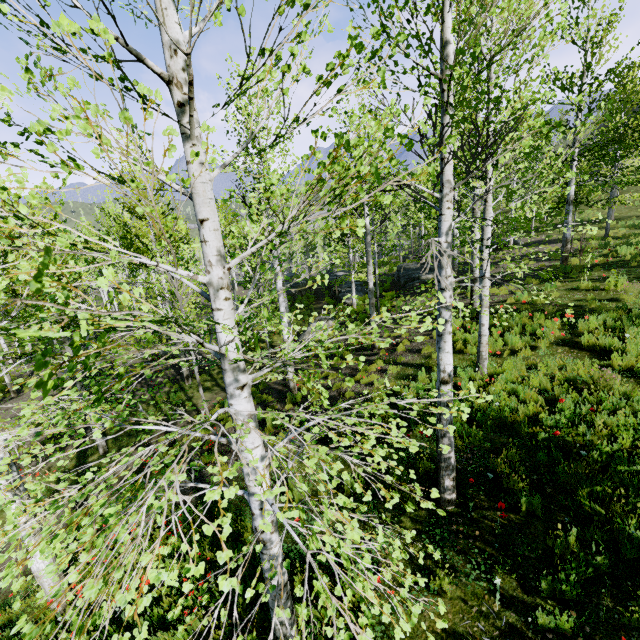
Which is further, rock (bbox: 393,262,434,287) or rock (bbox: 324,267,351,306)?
rock (bbox: 324,267,351,306)

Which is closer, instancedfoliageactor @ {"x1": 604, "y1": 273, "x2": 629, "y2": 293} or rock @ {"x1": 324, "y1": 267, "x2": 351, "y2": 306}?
instancedfoliageactor @ {"x1": 604, "y1": 273, "x2": 629, "y2": 293}

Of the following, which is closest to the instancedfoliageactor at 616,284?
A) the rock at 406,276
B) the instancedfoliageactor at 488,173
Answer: the rock at 406,276

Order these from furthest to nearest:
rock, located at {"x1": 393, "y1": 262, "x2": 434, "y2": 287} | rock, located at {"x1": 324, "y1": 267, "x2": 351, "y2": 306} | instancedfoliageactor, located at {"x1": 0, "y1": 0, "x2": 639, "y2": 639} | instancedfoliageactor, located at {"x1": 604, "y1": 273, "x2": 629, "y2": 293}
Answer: rock, located at {"x1": 324, "y1": 267, "x2": 351, "y2": 306} → rock, located at {"x1": 393, "y1": 262, "x2": 434, "y2": 287} → instancedfoliageactor, located at {"x1": 604, "y1": 273, "x2": 629, "y2": 293} → instancedfoliageactor, located at {"x1": 0, "y1": 0, "x2": 639, "y2": 639}

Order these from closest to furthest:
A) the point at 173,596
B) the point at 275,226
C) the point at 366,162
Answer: the point at 366,162, the point at 275,226, the point at 173,596

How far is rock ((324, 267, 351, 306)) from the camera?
23.6 meters

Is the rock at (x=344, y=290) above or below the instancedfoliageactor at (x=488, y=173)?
below

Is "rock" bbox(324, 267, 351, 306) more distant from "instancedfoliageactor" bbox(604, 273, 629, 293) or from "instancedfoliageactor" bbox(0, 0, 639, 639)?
"instancedfoliageactor" bbox(604, 273, 629, 293)
